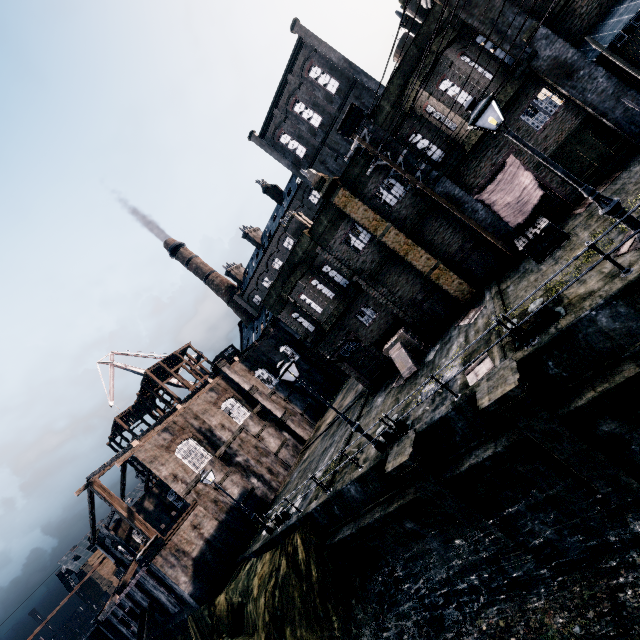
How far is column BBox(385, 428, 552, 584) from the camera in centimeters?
1127cm

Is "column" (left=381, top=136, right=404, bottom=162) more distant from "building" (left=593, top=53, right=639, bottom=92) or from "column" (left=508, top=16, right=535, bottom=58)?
"building" (left=593, top=53, right=639, bottom=92)

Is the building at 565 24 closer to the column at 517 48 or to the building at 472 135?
the column at 517 48

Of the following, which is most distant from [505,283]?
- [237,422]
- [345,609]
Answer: [237,422]

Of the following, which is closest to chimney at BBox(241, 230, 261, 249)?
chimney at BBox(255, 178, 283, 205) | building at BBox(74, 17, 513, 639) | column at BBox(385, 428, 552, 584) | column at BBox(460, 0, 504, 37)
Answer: building at BBox(74, 17, 513, 639)

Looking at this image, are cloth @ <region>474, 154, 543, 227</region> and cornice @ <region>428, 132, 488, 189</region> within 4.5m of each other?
yes

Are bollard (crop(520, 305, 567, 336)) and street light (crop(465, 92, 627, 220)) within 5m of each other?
yes

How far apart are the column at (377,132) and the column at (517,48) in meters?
4.6 m
